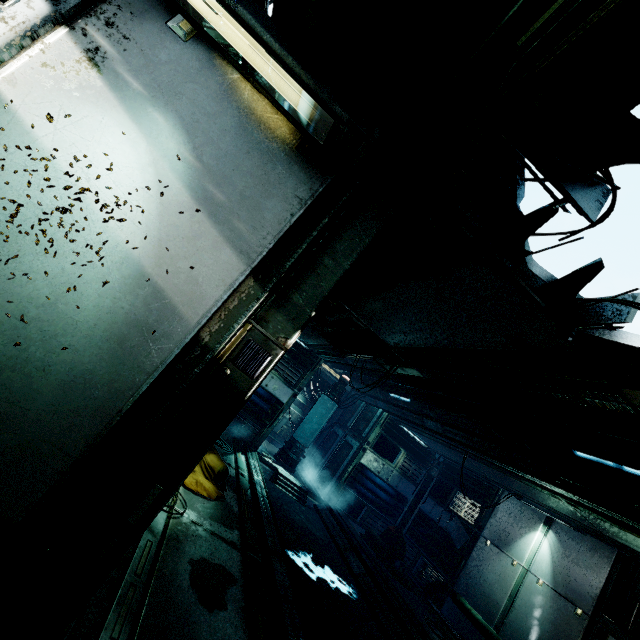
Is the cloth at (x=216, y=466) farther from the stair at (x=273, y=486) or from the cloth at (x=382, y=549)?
the cloth at (x=382, y=549)

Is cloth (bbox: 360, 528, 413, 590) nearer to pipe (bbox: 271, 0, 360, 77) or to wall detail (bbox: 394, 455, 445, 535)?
wall detail (bbox: 394, 455, 445, 535)

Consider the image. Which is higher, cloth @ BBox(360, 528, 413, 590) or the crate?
the crate

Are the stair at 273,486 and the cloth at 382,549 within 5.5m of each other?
yes

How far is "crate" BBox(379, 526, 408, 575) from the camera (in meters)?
11.01

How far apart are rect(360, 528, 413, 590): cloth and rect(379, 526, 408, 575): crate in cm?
18

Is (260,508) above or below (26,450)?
below

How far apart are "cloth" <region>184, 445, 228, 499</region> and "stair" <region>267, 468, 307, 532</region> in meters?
3.8
